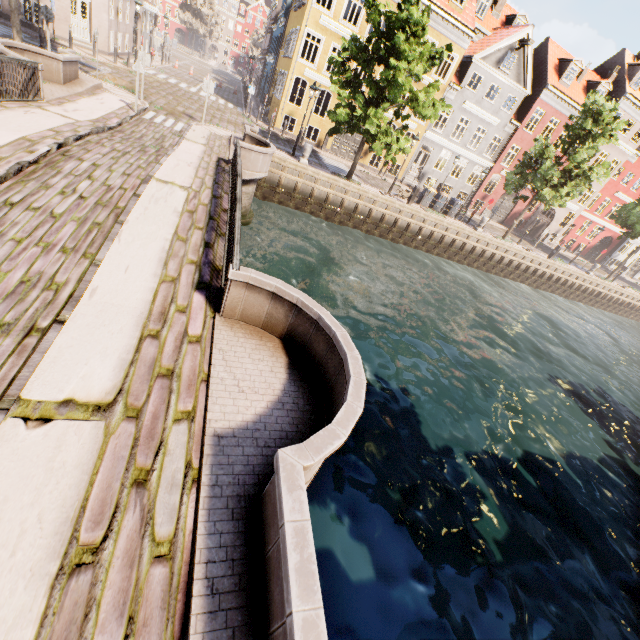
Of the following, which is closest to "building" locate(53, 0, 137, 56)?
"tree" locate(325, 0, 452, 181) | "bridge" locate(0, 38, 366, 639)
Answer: "tree" locate(325, 0, 452, 181)

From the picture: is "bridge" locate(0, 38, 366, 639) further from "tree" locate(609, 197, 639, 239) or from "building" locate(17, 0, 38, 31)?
"building" locate(17, 0, 38, 31)

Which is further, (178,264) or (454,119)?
(454,119)

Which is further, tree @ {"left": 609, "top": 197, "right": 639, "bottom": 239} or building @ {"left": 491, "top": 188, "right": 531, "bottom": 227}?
building @ {"left": 491, "top": 188, "right": 531, "bottom": 227}

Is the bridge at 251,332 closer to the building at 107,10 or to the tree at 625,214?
the tree at 625,214

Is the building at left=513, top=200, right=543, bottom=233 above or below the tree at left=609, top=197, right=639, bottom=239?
below

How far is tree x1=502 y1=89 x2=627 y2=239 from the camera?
19.7m
